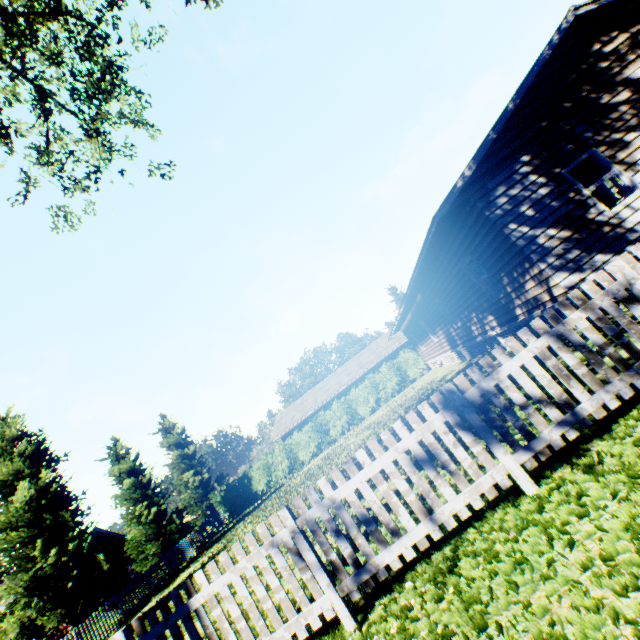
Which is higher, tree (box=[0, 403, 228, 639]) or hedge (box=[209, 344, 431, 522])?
tree (box=[0, 403, 228, 639])

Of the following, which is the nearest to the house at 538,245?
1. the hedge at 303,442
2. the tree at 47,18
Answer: the hedge at 303,442

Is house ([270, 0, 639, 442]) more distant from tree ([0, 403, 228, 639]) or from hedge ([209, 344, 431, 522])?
tree ([0, 403, 228, 639])

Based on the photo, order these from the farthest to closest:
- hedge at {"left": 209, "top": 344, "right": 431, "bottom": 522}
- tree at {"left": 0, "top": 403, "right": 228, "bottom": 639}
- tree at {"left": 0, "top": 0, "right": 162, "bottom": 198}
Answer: hedge at {"left": 209, "top": 344, "right": 431, "bottom": 522} → tree at {"left": 0, "top": 403, "right": 228, "bottom": 639} → tree at {"left": 0, "top": 0, "right": 162, "bottom": 198}

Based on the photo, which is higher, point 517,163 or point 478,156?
point 478,156

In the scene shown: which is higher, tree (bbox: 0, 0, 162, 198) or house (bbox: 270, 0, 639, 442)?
tree (bbox: 0, 0, 162, 198)

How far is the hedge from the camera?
28.2 meters
